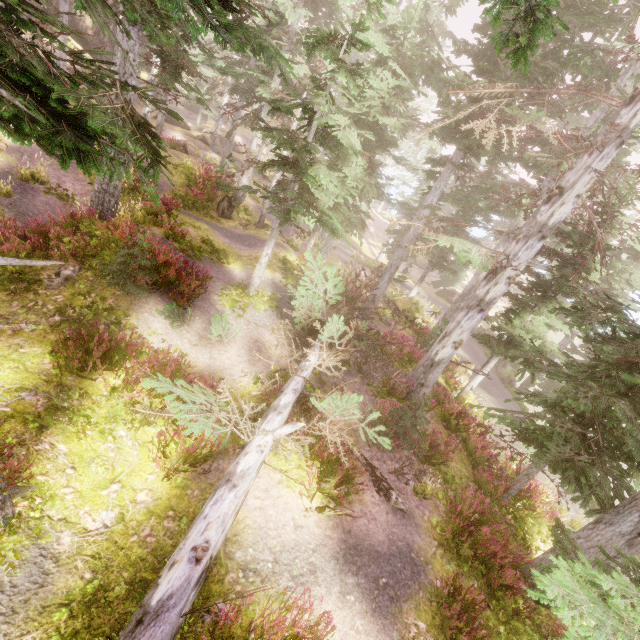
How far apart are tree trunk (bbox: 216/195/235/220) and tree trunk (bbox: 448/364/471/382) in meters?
15.5 m

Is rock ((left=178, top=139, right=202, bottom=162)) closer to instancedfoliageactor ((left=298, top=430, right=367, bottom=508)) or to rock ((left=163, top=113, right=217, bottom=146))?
instancedfoliageactor ((left=298, top=430, right=367, bottom=508))

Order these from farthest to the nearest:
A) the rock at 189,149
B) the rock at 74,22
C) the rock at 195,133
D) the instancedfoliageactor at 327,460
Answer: the rock at 195,133 < the rock at 74,22 < the rock at 189,149 < the instancedfoliageactor at 327,460

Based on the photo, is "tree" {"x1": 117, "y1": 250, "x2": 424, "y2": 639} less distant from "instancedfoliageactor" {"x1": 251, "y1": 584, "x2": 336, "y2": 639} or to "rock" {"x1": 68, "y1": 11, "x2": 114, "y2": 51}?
"instancedfoliageactor" {"x1": 251, "y1": 584, "x2": 336, "y2": 639}

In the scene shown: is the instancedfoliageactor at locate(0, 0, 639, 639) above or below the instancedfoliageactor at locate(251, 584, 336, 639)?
above

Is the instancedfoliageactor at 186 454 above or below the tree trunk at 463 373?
above

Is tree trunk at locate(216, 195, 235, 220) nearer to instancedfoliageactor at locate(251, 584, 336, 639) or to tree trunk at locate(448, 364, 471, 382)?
instancedfoliageactor at locate(251, 584, 336, 639)

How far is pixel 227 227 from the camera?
18.98m
